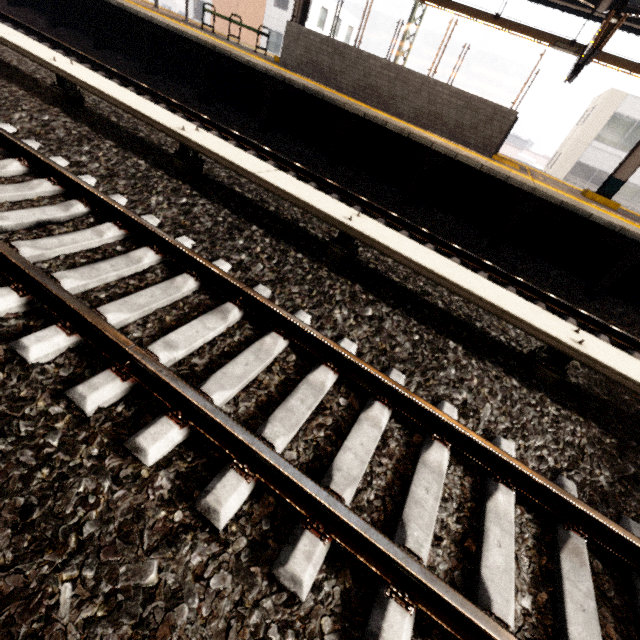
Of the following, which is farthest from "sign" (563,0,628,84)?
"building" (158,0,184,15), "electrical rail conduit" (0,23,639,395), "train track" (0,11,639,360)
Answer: "building" (158,0,184,15)

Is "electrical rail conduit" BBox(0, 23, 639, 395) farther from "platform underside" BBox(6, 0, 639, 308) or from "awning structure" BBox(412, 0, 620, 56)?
"awning structure" BBox(412, 0, 620, 56)

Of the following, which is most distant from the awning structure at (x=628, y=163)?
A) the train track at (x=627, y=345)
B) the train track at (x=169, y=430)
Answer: the train track at (x=169, y=430)

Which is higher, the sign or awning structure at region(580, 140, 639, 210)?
the sign

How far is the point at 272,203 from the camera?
4.47m

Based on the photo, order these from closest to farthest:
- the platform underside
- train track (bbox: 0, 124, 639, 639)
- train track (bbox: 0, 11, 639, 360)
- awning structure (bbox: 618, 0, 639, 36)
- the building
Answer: train track (bbox: 0, 124, 639, 639)
train track (bbox: 0, 11, 639, 360)
the platform underside
awning structure (bbox: 618, 0, 639, 36)
the building

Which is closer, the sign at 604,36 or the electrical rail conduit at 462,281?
the electrical rail conduit at 462,281

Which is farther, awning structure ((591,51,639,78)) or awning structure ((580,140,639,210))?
awning structure ((591,51,639,78))
